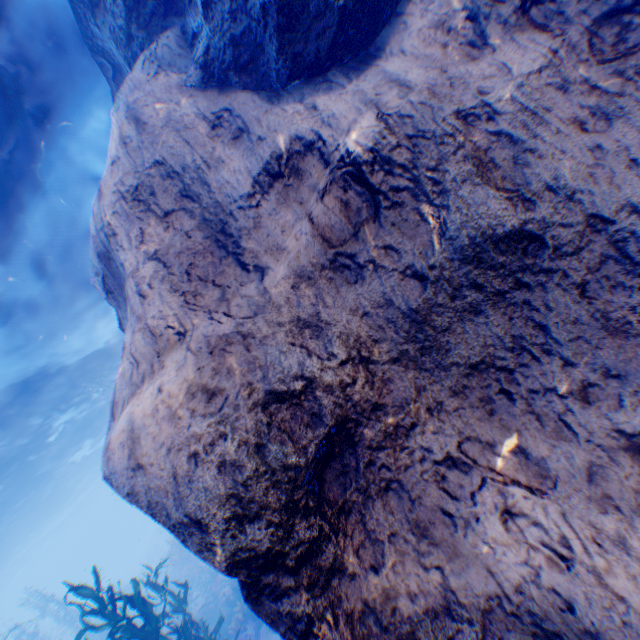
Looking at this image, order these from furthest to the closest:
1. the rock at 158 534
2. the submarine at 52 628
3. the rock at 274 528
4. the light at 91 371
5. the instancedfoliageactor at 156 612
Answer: the rock at 158 534, the submarine at 52 628, the instancedfoliageactor at 156 612, the light at 91 371, the rock at 274 528

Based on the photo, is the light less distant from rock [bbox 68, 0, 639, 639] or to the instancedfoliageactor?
rock [bbox 68, 0, 639, 639]

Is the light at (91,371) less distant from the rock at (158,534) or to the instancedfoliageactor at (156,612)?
the instancedfoliageactor at (156,612)

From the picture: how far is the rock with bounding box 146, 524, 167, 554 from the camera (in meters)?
42.78

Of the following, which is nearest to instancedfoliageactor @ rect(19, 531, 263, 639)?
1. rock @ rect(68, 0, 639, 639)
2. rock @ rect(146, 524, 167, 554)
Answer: rock @ rect(68, 0, 639, 639)

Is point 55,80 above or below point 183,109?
above

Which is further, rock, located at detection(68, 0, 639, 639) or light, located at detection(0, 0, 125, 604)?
light, located at detection(0, 0, 125, 604)

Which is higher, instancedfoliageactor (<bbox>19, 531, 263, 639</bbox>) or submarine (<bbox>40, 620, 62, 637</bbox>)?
submarine (<bbox>40, 620, 62, 637</bbox>)
